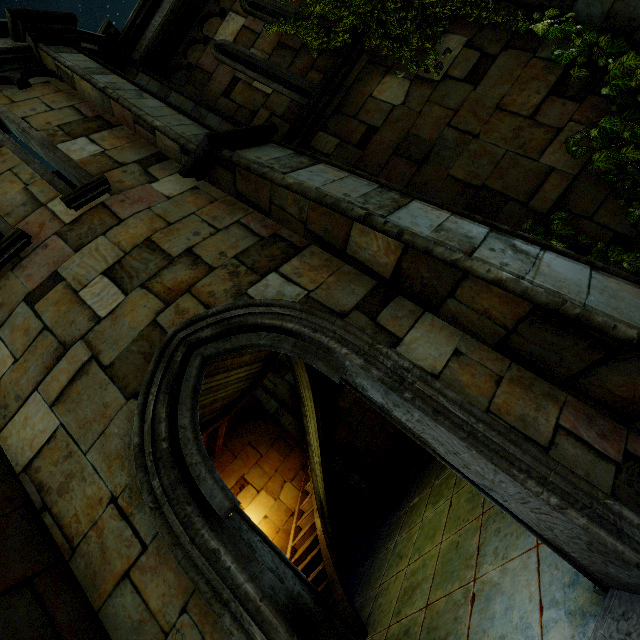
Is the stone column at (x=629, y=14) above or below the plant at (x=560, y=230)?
above

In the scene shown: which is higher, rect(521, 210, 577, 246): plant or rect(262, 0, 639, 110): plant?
rect(262, 0, 639, 110): plant

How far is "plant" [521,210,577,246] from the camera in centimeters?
365cm

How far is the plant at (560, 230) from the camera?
3.6 meters

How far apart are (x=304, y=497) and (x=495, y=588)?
7.1m

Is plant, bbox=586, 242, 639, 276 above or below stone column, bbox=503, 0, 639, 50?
below
